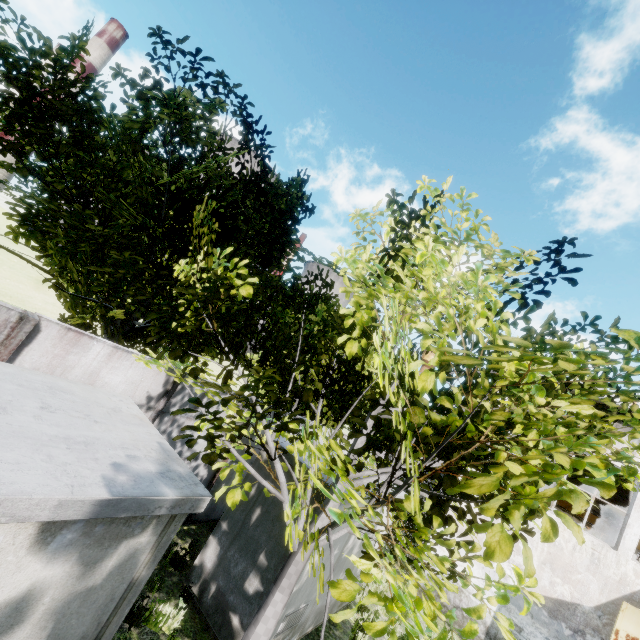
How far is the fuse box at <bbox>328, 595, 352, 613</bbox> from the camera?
8.02m

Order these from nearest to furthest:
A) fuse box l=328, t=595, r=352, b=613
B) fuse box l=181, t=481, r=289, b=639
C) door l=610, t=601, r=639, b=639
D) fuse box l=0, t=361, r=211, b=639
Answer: fuse box l=0, t=361, r=211, b=639 → fuse box l=181, t=481, r=289, b=639 → fuse box l=328, t=595, r=352, b=613 → door l=610, t=601, r=639, b=639

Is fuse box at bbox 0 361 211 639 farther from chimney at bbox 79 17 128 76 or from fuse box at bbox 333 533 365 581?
chimney at bbox 79 17 128 76

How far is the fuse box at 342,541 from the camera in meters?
7.1 m

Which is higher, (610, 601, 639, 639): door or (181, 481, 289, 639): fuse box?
(610, 601, 639, 639): door

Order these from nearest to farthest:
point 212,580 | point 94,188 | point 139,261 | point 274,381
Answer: point 139,261 → point 212,580 → point 94,188 → point 274,381

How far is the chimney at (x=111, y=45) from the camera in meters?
51.1

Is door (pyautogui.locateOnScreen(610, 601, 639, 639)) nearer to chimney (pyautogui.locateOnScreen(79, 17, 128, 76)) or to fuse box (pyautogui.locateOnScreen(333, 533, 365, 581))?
fuse box (pyautogui.locateOnScreen(333, 533, 365, 581))
